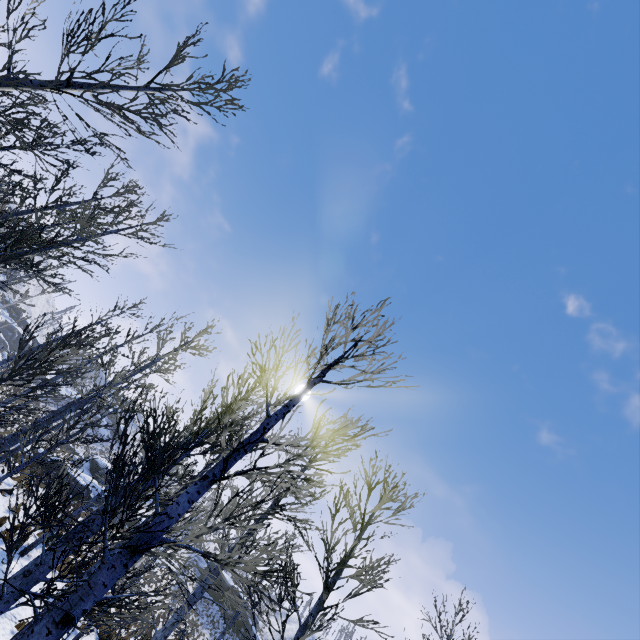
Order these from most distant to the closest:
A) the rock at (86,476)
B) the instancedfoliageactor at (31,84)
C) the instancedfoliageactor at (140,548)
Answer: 1. the rock at (86,476)
2. the instancedfoliageactor at (31,84)
3. the instancedfoliageactor at (140,548)

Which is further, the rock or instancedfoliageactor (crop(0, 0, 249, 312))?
the rock

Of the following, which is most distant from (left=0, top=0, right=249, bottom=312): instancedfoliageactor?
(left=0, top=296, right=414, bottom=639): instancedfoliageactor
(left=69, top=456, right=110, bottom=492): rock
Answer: (left=69, top=456, right=110, bottom=492): rock

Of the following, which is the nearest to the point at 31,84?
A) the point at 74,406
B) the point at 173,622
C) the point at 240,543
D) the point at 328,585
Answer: the point at 240,543

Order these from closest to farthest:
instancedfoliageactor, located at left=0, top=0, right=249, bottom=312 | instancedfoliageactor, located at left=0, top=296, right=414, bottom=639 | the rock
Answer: instancedfoliageactor, located at left=0, top=296, right=414, bottom=639 → instancedfoliageactor, located at left=0, top=0, right=249, bottom=312 → the rock

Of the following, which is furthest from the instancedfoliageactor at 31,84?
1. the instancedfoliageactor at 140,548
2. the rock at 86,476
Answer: the rock at 86,476

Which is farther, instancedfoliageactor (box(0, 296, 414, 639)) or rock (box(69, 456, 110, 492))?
rock (box(69, 456, 110, 492))

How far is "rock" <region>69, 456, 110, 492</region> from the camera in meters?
29.6 m
